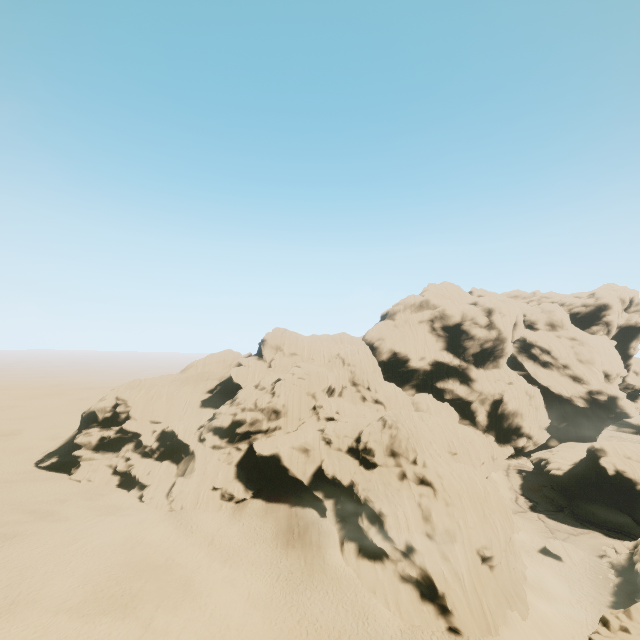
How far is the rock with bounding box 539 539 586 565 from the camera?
39.2m

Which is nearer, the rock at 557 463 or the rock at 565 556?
the rock at 565 556

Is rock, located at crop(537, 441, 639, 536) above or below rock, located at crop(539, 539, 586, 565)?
above

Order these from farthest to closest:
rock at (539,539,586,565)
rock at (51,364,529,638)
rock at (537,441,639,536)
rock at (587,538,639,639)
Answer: rock at (537,441,639,536)
rock at (539,539,586,565)
rock at (51,364,529,638)
rock at (587,538,639,639)

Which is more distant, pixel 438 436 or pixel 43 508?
pixel 438 436

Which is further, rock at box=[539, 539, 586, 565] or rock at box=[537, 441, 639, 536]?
rock at box=[537, 441, 639, 536]
